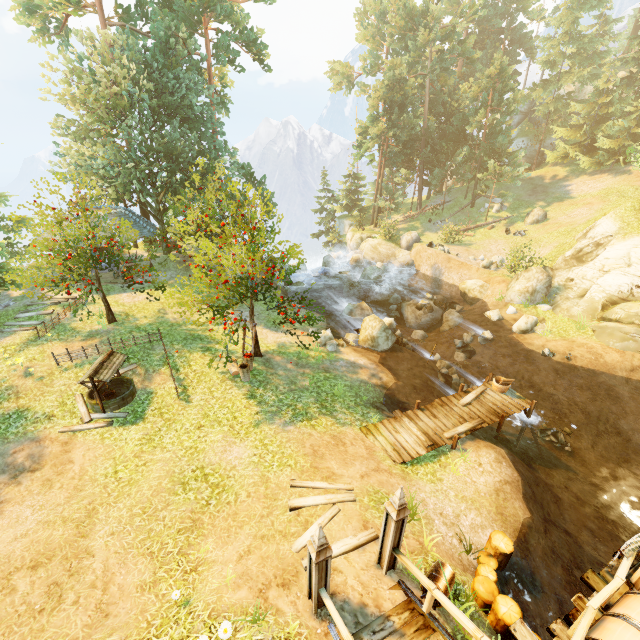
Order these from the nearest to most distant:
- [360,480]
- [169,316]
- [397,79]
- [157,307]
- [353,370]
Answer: [360,480] < [353,370] < [169,316] < [157,307] < [397,79]

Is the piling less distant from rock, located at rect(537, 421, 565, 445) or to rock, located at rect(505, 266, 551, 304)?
rock, located at rect(537, 421, 565, 445)

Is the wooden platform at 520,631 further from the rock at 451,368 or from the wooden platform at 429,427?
the rock at 451,368

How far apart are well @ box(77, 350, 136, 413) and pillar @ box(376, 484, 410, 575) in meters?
9.9

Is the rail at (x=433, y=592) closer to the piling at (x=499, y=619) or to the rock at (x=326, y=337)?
the piling at (x=499, y=619)

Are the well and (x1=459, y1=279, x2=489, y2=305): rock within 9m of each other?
no

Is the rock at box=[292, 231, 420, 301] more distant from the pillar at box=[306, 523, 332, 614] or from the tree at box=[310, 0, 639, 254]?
the pillar at box=[306, 523, 332, 614]

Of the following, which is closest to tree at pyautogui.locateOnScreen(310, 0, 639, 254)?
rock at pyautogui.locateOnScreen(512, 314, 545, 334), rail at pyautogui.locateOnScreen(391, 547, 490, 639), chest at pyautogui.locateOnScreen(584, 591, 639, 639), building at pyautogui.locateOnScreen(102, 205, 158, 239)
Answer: building at pyautogui.locateOnScreen(102, 205, 158, 239)
